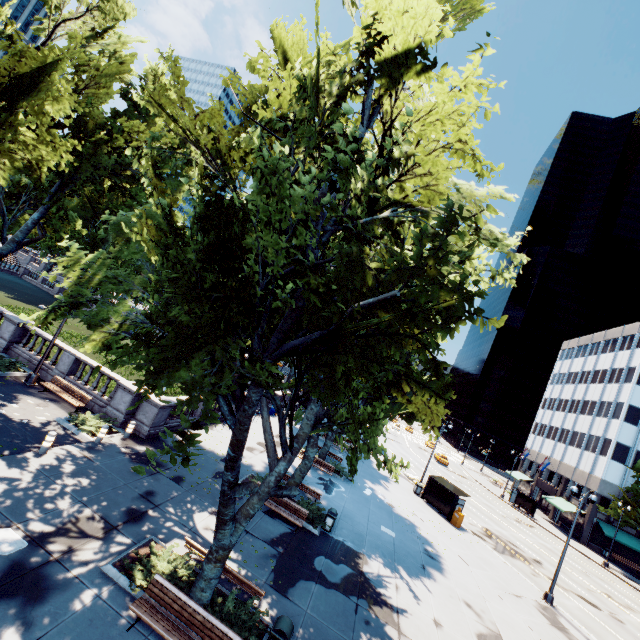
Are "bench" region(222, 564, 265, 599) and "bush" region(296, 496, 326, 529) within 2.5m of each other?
no

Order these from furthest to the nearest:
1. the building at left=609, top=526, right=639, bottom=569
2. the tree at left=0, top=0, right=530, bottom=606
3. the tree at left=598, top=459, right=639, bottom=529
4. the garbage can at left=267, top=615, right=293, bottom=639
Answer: the building at left=609, top=526, right=639, bottom=569, the tree at left=598, top=459, right=639, bottom=529, the garbage can at left=267, top=615, right=293, bottom=639, the tree at left=0, top=0, right=530, bottom=606

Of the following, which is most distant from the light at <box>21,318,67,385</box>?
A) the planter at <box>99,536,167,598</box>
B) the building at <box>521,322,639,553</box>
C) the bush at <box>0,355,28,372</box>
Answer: the building at <box>521,322,639,553</box>

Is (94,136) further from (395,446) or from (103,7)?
(395,446)

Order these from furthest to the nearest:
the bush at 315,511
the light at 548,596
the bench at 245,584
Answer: the light at 548,596
the bush at 315,511
the bench at 245,584

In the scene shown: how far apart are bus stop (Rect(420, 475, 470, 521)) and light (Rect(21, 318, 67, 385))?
30.2m

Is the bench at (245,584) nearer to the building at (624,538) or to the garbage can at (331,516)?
the garbage can at (331,516)

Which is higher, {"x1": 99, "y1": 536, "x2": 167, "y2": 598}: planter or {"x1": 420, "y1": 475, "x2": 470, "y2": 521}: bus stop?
{"x1": 420, "y1": 475, "x2": 470, "y2": 521}: bus stop
